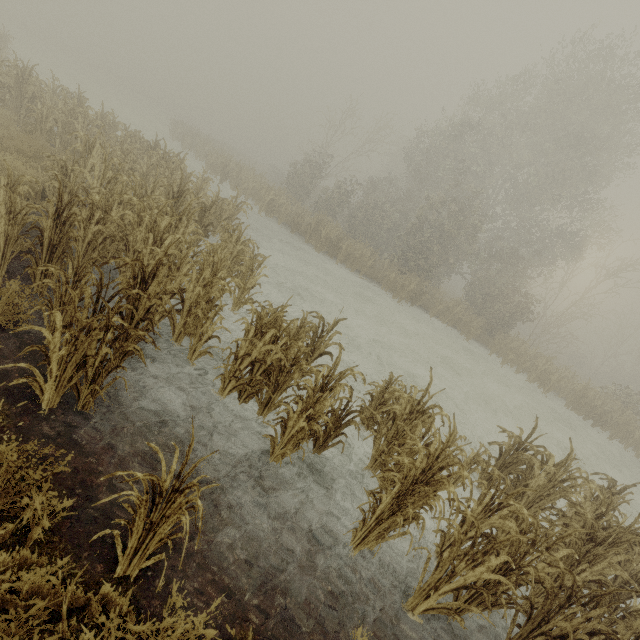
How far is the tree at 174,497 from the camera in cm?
218

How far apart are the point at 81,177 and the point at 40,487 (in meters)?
7.01

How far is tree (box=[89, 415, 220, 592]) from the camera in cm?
218
